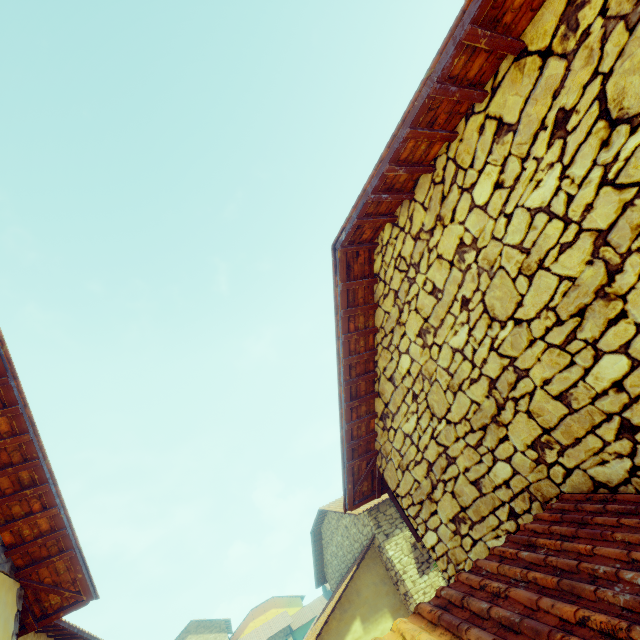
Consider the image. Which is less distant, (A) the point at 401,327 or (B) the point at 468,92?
(B) the point at 468,92
